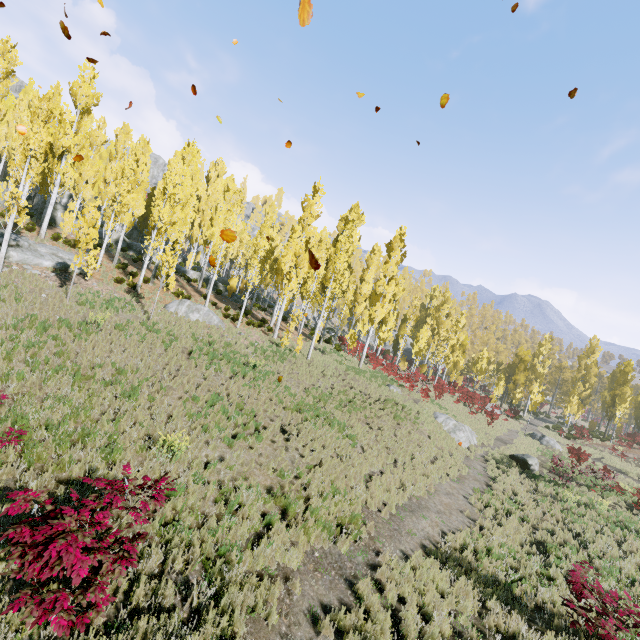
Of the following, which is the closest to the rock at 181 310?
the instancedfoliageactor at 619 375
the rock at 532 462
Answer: the instancedfoliageactor at 619 375

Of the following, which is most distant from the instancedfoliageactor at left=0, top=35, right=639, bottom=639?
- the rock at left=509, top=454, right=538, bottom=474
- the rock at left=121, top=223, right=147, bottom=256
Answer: the rock at left=509, top=454, right=538, bottom=474

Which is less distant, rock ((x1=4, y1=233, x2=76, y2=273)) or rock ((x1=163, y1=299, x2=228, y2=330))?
rock ((x1=4, y1=233, x2=76, y2=273))

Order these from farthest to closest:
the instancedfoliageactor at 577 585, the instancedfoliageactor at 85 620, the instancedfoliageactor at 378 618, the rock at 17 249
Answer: the rock at 17 249, the instancedfoliageactor at 577 585, the instancedfoliageactor at 378 618, the instancedfoliageactor at 85 620

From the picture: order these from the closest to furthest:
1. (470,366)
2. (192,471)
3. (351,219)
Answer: (192,471)
(351,219)
(470,366)

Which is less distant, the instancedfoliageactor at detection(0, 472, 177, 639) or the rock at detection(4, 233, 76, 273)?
the instancedfoliageactor at detection(0, 472, 177, 639)

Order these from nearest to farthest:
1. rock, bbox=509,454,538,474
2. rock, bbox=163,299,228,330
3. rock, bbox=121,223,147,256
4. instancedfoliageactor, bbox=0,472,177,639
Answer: instancedfoliageactor, bbox=0,472,177,639
rock, bbox=163,299,228,330
rock, bbox=509,454,538,474
rock, bbox=121,223,147,256
